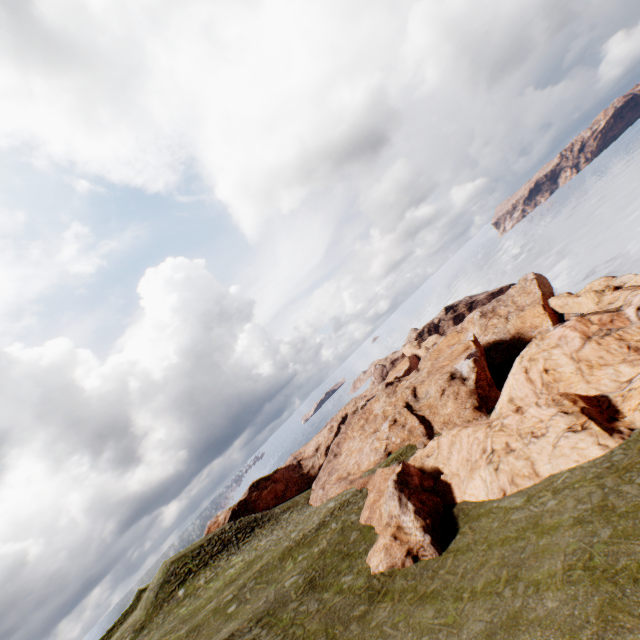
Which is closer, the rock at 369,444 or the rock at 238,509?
the rock at 369,444

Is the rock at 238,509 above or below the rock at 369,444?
above

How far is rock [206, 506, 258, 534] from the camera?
58.14m

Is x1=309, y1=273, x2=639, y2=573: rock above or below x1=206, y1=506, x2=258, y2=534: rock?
below

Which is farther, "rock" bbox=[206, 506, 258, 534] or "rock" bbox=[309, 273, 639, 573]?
"rock" bbox=[206, 506, 258, 534]

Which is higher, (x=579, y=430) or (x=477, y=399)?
(x=579, y=430)
